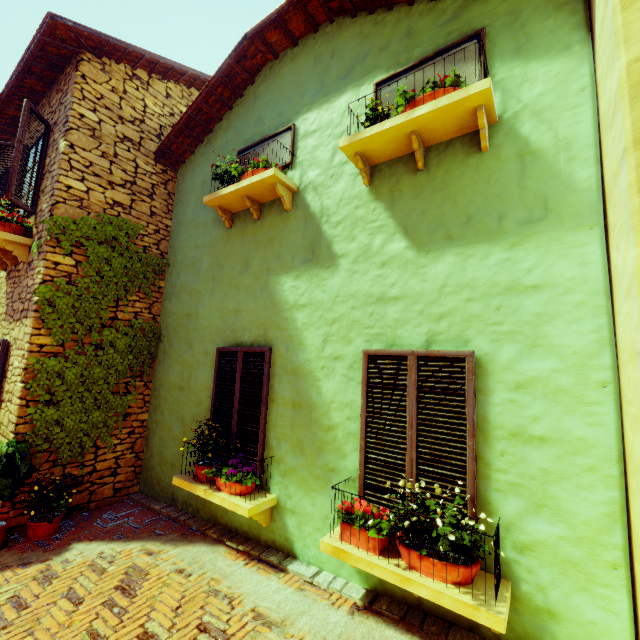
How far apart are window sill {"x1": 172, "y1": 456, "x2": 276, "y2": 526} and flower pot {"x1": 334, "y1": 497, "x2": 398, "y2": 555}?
1.1 meters

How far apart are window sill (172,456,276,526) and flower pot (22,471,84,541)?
1.6m

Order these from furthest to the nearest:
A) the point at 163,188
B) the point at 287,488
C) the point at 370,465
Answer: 1. the point at 163,188
2. the point at 287,488
3. the point at 370,465

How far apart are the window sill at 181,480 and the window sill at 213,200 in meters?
3.3

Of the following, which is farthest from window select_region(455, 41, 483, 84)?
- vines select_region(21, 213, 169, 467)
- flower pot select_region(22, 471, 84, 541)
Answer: flower pot select_region(22, 471, 84, 541)

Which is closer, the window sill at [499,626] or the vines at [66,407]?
the window sill at [499,626]

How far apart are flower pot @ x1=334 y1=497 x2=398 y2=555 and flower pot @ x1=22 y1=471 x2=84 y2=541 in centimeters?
400cm

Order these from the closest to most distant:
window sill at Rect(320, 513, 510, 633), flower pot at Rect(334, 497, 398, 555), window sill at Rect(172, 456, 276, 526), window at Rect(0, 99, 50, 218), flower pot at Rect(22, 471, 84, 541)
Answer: window sill at Rect(320, 513, 510, 633) → flower pot at Rect(334, 497, 398, 555) → window sill at Rect(172, 456, 276, 526) → flower pot at Rect(22, 471, 84, 541) → window at Rect(0, 99, 50, 218)
